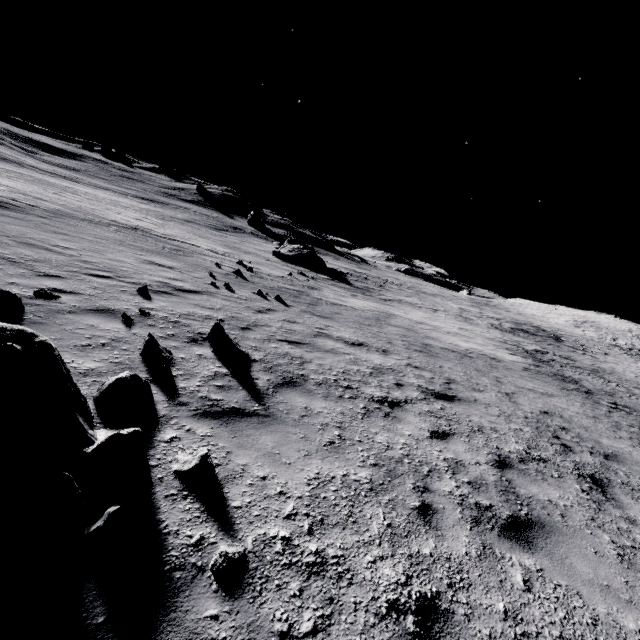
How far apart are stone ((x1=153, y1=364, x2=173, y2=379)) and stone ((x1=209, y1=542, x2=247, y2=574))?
2.8m

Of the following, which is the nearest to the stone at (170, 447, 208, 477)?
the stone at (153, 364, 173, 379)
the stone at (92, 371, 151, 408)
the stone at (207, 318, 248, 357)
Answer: the stone at (92, 371, 151, 408)

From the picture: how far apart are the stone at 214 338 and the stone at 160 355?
0.87m

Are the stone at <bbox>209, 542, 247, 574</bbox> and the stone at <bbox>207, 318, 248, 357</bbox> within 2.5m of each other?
no

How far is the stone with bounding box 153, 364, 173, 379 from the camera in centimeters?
486cm

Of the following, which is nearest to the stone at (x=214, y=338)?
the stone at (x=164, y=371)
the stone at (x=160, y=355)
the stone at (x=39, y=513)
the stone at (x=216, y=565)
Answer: the stone at (x=160, y=355)

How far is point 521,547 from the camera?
3.9m

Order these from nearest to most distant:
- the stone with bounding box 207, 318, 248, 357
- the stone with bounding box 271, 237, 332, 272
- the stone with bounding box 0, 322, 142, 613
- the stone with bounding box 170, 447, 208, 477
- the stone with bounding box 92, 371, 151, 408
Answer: the stone with bounding box 0, 322, 142, 613
the stone with bounding box 170, 447, 208, 477
the stone with bounding box 92, 371, 151, 408
the stone with bounding box 207, 318, 248, 357
the stone with bounding box 271, 237, 332, 272
